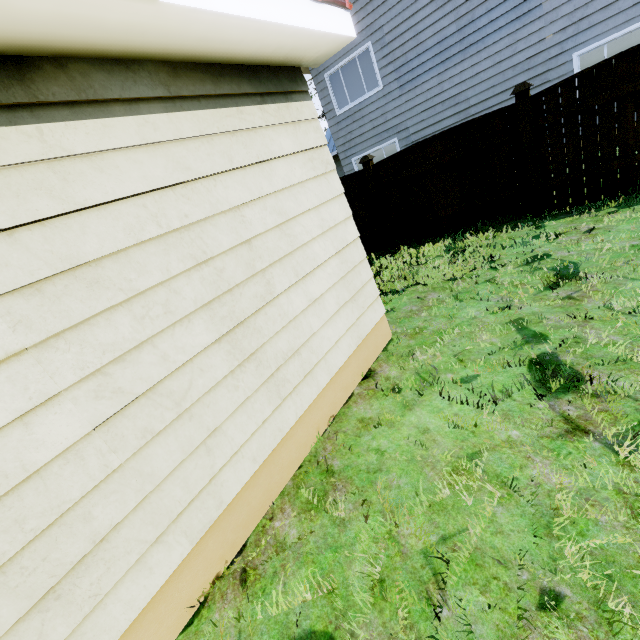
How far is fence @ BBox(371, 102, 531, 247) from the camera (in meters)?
5.86

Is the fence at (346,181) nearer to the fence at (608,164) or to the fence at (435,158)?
the fence at (435,158)

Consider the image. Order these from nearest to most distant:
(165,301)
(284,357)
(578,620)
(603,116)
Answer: (578,620)
(165,301)
(284,357)
(603,116)

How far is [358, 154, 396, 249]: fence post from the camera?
7.3m

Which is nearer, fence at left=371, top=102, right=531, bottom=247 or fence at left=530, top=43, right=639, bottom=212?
fence at left=530, top=43, right=639, bottom=212

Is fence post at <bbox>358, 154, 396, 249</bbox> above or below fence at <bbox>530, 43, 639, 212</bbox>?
above

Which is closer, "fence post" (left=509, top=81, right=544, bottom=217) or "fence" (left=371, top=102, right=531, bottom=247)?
Result: "fence post" (left=509, top=81, right=544, bottom=217)

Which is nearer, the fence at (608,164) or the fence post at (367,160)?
the fence at (608,164)
